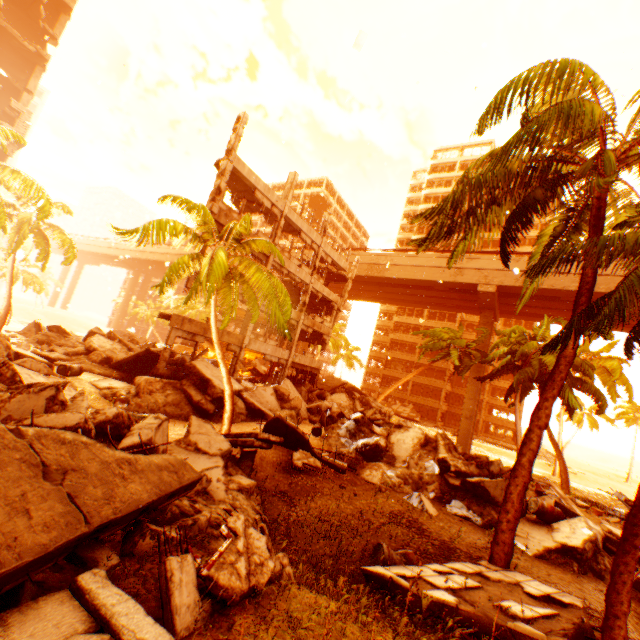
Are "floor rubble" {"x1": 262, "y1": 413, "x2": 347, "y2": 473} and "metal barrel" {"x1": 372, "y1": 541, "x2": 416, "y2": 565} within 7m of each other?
yes

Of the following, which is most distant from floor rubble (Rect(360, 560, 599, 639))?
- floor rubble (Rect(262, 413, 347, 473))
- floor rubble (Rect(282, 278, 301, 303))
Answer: floor rubble (Rect(282, 278, 301, 303))

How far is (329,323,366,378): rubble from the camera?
47.0m

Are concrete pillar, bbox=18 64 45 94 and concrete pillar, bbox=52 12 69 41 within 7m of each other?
yes

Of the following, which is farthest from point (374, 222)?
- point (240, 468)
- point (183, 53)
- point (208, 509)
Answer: point (208, 509)

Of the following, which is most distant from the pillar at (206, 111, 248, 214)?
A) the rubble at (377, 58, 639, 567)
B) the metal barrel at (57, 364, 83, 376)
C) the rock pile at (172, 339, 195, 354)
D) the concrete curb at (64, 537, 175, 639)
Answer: the rock pile at (172, 339, 195, 354)

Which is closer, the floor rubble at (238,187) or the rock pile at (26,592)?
the rock pile at (26,592)

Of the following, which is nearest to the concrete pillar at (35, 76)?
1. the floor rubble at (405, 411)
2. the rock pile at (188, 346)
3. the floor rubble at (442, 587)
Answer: the rock pile at (188, 346)
